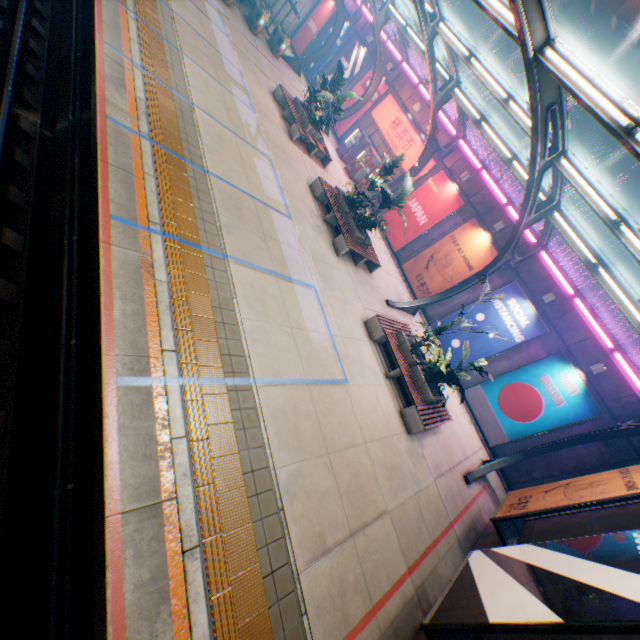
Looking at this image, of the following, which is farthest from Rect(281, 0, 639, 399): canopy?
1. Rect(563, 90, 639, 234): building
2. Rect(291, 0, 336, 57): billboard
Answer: Rect(563, 90, 639, 234): building

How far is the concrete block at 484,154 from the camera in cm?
1527

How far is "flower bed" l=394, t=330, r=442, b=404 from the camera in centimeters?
1028cm

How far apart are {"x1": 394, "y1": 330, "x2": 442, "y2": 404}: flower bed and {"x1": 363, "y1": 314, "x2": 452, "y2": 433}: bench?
0.0 meters

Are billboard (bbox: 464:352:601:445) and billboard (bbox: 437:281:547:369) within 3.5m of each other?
yes

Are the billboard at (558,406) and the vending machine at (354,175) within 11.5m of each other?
no

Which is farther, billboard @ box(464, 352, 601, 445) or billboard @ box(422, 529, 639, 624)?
billboard @ box(464, 352, 601, 445)

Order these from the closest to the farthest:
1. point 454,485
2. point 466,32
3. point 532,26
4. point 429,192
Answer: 1. point 532,26
2. point 454,485
3. point 429,192
4. point 466,32
